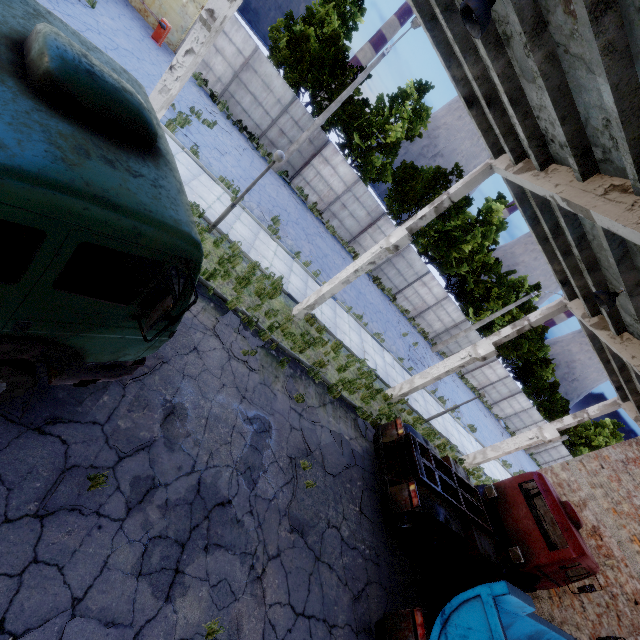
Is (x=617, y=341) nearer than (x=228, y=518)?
No

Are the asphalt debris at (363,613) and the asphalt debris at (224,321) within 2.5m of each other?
no

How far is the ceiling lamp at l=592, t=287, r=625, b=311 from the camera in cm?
722

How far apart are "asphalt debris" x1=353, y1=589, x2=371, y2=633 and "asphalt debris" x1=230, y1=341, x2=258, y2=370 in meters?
5.5

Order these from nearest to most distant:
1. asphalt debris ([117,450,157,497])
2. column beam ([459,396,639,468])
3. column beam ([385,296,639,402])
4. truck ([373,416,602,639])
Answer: asphalt debris ([117,450,157,497]) → truck ([373,416,602,639]) → column beam ([385,296,639,402]) → column beam ([459,396,639,468])

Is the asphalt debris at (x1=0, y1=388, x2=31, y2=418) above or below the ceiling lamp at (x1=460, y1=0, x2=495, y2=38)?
below

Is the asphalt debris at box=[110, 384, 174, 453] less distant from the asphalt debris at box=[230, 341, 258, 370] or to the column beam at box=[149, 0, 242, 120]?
the asphalt debris at box=[230, 341, 258, 370]

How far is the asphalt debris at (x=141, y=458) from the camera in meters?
4.9 m
